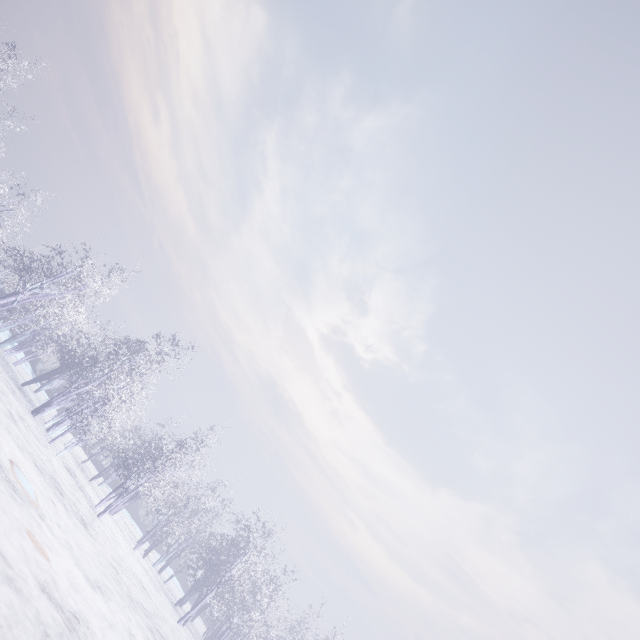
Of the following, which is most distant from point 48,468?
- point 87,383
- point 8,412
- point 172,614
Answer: point 172,614
